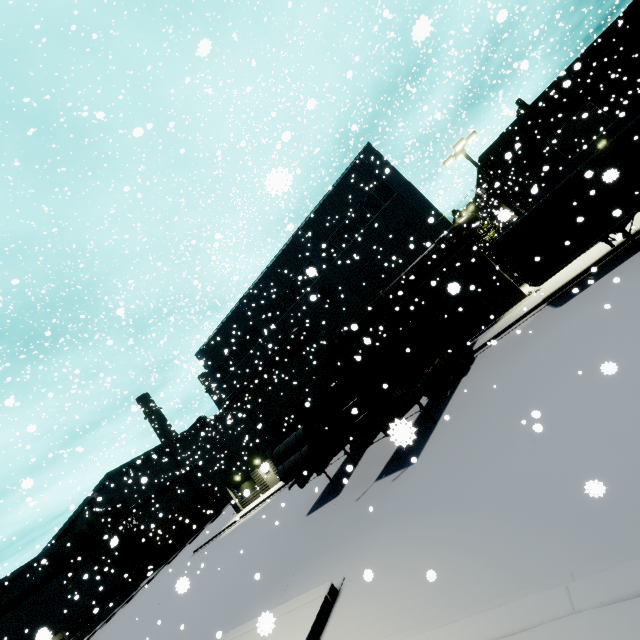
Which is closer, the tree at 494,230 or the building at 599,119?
the building at 599,119

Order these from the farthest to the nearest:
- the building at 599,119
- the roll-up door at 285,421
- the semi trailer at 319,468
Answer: the roll-up door at 285,421, the building at 599,119, the semi trailer at 319,468

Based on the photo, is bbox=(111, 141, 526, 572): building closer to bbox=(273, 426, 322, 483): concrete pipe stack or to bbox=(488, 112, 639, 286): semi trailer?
bbox=(488, 112, 639, 286): semi trailer

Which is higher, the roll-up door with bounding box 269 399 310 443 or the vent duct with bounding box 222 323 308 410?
the vent duct with bounding box 222 323 308 410

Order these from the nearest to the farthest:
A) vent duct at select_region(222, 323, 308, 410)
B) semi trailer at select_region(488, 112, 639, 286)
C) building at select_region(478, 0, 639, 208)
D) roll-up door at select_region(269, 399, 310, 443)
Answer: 1. semi trailer at select_region(488, 112, 639, 286)
2. building at select_region(478, 0, 639, 208)
3. vent duct at select_region(222, 323, 308, 410)
4. roll-up door at select_region(269, 399, 310, 443)

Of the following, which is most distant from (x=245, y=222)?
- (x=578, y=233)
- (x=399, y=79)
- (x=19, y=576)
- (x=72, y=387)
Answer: (x=19, y=576)

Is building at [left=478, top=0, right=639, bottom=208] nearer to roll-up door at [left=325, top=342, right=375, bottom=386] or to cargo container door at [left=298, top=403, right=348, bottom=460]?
roll-up door at [left=325, top=342, right=375, bottom=386]

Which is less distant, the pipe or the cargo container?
the cargo container
